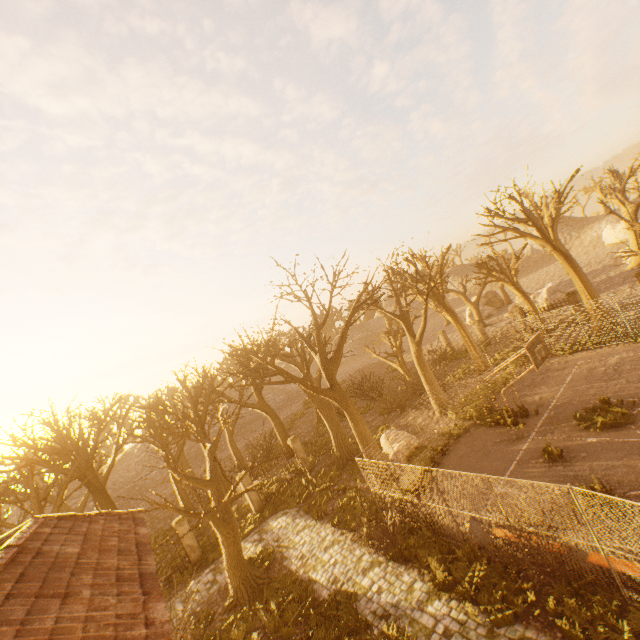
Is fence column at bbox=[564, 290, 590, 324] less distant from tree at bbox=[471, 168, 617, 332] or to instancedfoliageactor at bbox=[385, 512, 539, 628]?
tree at bbox=[471, 168, 617, 332]

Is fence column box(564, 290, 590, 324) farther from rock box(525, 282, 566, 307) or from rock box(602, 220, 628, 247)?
rock box(602, 220, 628, 247)

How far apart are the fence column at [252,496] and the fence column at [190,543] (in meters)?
3.27

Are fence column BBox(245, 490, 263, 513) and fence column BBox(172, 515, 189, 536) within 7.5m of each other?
yes

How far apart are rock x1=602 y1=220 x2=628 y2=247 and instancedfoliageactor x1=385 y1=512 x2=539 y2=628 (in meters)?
54.58

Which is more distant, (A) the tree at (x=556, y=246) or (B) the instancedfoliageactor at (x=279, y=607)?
(A) the tree at (x=556, y=246)

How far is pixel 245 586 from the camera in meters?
13.0 m

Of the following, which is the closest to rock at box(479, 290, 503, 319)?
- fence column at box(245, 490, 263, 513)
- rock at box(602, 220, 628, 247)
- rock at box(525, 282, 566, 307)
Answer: rock at box(525, 282, 566, 307)
